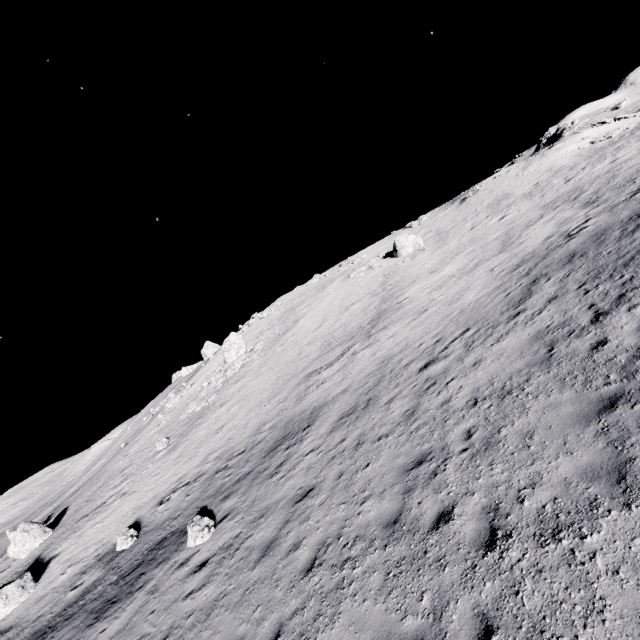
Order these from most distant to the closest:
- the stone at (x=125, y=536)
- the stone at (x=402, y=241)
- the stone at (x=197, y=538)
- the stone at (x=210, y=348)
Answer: the stone at (x=210, y=348) → the stone at (x=402, y=241) → the stone at (x=125, y=536) → the stone at (x=197, y=538)

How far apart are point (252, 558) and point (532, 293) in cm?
1370

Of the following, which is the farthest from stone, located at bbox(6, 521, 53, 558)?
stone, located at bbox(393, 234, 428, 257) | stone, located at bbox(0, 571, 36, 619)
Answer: stone, located at bbox(393, 234, 428, 257)

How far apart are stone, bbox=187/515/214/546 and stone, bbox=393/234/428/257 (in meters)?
31.61

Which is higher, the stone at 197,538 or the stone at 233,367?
the stone at 233,367

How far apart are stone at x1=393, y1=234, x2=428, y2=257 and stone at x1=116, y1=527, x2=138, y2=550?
33.0m

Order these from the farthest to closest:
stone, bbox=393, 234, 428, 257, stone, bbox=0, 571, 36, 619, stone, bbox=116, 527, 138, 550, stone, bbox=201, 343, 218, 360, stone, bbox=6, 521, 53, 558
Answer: stone, bbox=201, 343, 218, 360, stone, bbox=393, 234, 428, 257, stone, bbox=6, 521, 53, 558, stone, bbox=0, 571, 36, 619, stone, bbox=116, 527, 138, 550

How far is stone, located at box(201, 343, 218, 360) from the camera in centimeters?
5859cm
